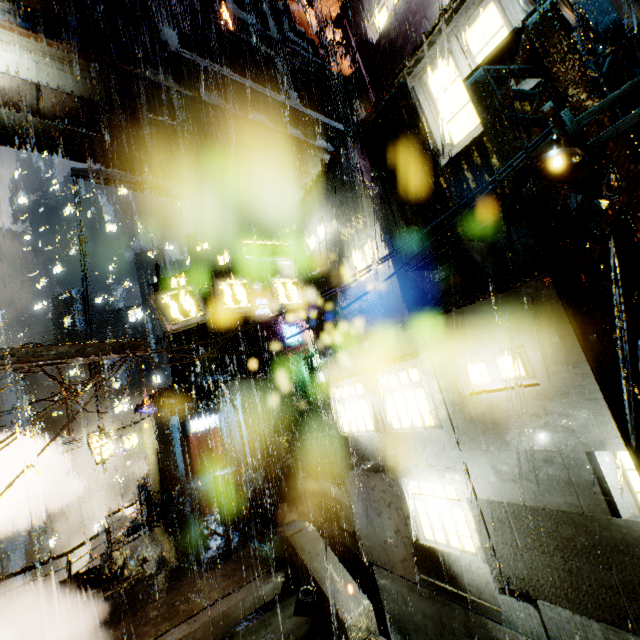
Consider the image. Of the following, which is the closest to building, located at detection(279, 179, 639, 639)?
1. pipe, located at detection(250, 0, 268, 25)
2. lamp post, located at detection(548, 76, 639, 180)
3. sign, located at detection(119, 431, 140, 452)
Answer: pipe, located at detection(250, 0, 268, 25)

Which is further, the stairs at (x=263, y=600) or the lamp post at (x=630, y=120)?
the stairs at (x=263, y=600)

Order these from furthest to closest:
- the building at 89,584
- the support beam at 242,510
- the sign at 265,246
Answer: the support beam at 242,510
the building at 89,584
the sign at 265,246

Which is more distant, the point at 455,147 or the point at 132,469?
the point at 132,469

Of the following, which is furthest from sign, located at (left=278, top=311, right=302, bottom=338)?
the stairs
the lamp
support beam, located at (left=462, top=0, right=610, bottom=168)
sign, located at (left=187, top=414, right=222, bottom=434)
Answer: the lamp

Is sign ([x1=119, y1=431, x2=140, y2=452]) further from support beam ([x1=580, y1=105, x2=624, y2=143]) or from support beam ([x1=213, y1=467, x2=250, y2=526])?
support beam ([x1=580, y1=105, x2=624, y2=143])

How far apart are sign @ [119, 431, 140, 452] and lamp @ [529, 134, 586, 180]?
30.21m

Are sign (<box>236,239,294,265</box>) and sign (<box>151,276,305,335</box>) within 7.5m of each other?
yes
